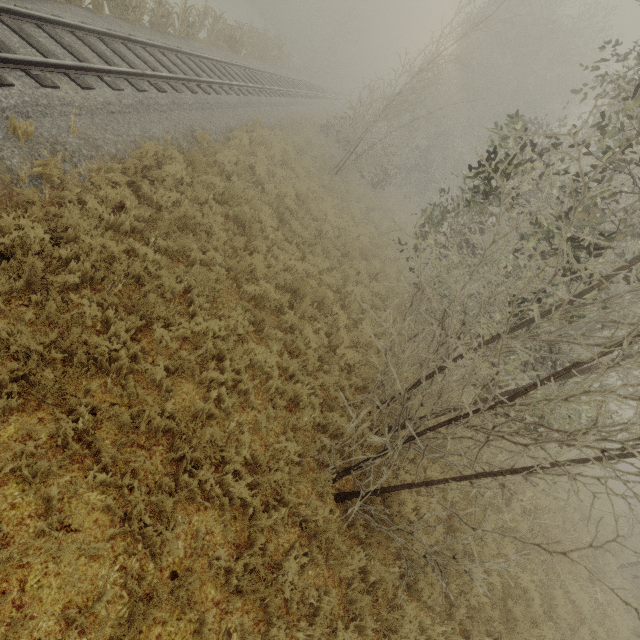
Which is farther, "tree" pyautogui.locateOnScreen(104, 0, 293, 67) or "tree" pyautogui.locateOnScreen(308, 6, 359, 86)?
"tree" pyautogui.locateOnScreen(308, 6, 359, 86)

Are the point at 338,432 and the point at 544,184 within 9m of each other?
no

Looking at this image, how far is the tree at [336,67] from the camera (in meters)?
39.88

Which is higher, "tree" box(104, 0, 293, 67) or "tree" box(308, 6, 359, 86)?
"tree" box(308, 6, 359, 86)

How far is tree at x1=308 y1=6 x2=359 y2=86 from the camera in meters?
39.9 m

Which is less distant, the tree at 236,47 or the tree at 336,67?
the tree at 236,47
